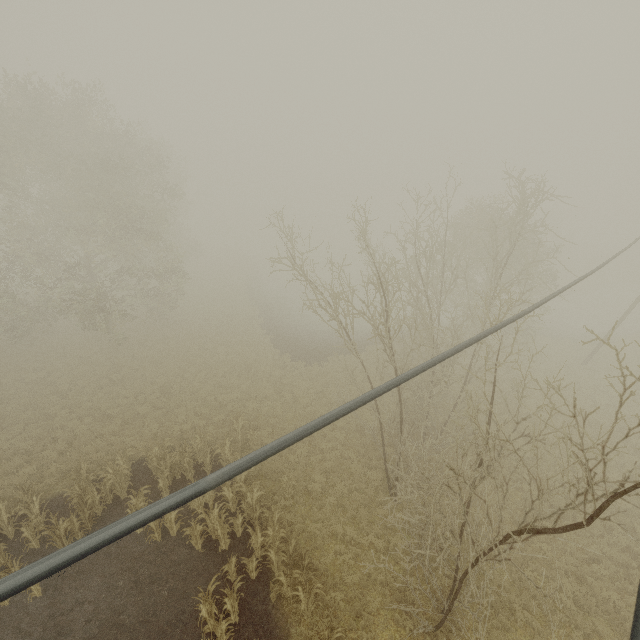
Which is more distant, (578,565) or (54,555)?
(578,565)
